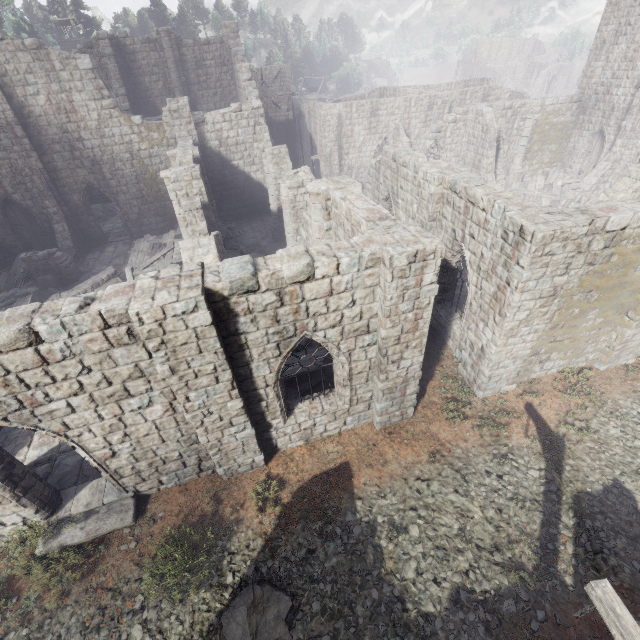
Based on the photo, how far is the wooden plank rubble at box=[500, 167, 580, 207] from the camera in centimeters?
2098cm

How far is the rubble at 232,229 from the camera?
22.3 meters

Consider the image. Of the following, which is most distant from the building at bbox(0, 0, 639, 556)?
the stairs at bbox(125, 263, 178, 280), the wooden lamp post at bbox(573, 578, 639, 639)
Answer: the stairs at bbox(125, 263, 178, 280)

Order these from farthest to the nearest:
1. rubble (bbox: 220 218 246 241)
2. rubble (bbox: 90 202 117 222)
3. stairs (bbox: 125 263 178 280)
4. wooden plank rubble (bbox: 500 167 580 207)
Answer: rubble (bbox: 90 202 117 222) → rubble (bbox: 220 218 246 241) → wooden plank rubble (bbox: 500 167 580 207) → stairs (bbox: 125 263 178 280)

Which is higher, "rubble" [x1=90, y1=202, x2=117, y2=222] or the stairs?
the stairs

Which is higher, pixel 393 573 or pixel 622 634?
pixel 622 634

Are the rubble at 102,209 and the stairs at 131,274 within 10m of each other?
no

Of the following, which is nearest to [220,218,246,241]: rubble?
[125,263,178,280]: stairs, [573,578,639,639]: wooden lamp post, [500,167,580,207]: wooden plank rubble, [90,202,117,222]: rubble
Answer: [125,263,178,280]: stairs
